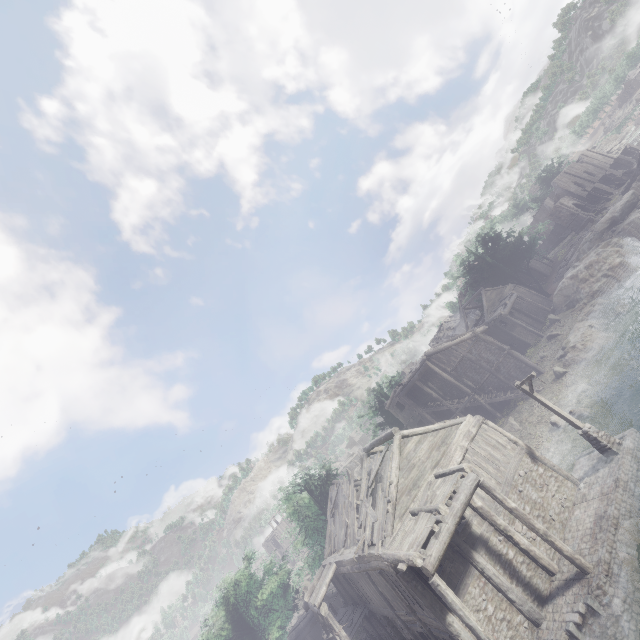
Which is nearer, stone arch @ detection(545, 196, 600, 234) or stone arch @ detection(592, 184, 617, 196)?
stone arch @ detection(545, 196, 600, 234)

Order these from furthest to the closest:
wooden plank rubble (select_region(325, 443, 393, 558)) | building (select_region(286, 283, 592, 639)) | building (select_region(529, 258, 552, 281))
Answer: building (select_region(529, 258, 552, 281)) → wooden plank rubble (select_region(325, 443, 393, 558)) → building (select_region(286, 283, 592, 639))

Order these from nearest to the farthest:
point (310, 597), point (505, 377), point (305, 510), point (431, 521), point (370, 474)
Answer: point (431, 521)
point (370, 474)
point (310, 597)
point (505, 377)
point (305, 510)

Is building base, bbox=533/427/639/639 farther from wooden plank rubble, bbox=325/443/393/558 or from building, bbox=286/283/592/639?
wooden plank rubble, bbox=325/443/393/558

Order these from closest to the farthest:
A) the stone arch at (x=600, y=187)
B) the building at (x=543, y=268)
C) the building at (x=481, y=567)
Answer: the building at (x=481, y=567) → the building at (x=543, y=268) → the stone arch at (x=600, y=187)

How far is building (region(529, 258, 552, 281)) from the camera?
53.8 meters

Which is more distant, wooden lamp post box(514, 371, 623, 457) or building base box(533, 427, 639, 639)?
wooden lamp post box(514, 371, 623, 457)

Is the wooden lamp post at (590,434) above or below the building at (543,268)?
below
